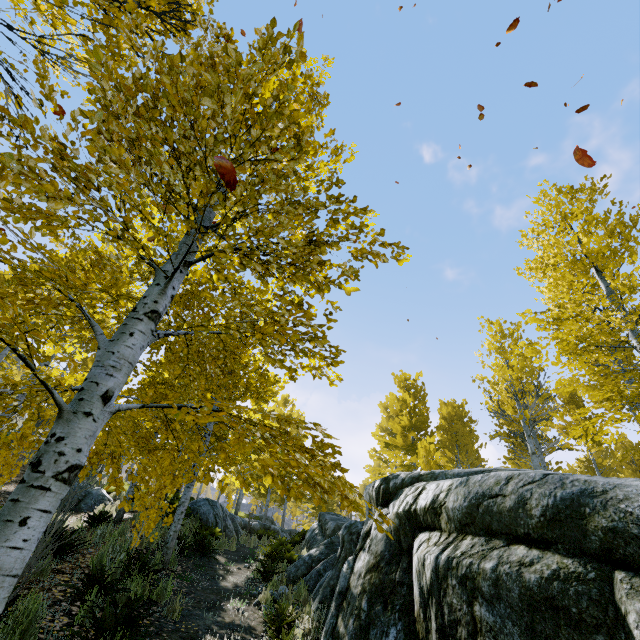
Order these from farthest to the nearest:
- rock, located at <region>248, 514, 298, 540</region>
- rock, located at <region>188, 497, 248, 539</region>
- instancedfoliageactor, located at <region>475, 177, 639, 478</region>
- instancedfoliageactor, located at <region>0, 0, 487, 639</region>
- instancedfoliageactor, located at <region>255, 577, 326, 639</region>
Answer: rock, located at <region>248, 514, 298, 540</region> → rock, located at <region>188, 497, 248, 539</region> → instancedfoliageactor, located at <region>475, 177, 639, 478</region> → instancedfoliageactor, located at <region>255, 577, 326, 639</region> → instancedfoliageactor, located at <region>0, 0, 487, 639</region>

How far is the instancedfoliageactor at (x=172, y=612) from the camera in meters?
5.2

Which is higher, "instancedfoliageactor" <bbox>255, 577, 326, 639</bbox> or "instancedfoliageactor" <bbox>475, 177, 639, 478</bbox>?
"instancedfoliageactor" <bbox>475, 177, 639, 478</bbox>

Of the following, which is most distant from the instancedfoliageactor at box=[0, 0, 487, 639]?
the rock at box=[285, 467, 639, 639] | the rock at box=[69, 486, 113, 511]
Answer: the rock at box=[69, 486, 113, 511]

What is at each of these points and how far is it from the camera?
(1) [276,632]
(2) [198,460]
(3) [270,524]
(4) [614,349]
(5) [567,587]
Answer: (1) instancedfoliageactor, 5.24m
(2) instancedfoliageactor, 2.62m
(3) rock, 30.36m
(4) instancedfoliageactor, 6.51m
(5) rock, 2.17m

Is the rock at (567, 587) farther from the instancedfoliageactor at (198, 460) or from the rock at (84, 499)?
the rock at (84, 499)

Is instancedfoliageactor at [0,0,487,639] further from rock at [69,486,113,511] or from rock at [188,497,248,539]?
rock at [69,486,113,511]

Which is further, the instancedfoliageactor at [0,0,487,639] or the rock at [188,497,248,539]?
the rock at [188,497,248,539]
